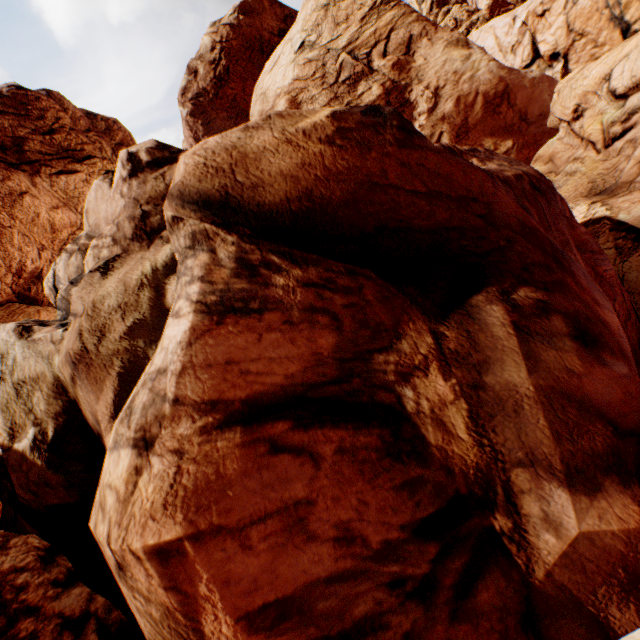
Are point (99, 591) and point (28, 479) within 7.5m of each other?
yes
